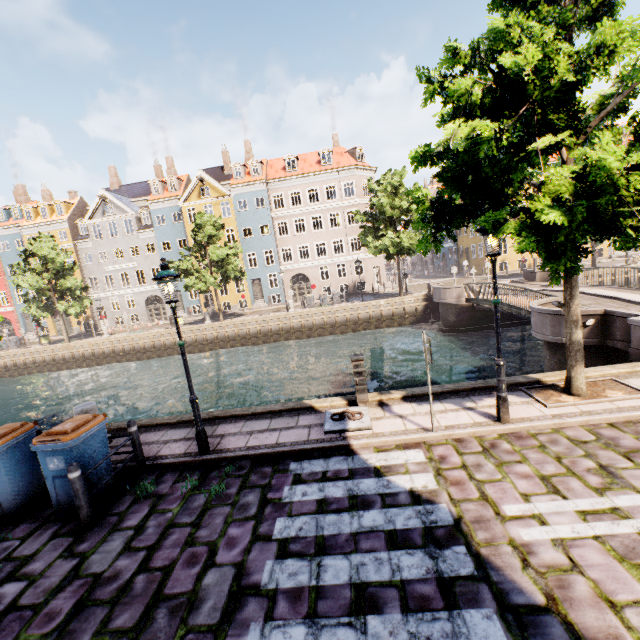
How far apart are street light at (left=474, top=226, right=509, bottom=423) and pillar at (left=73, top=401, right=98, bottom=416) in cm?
869

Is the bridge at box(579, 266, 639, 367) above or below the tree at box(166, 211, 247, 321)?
below

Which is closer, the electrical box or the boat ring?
the boat ring

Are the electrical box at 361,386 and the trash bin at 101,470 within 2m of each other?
no

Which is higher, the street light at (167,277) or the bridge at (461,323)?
the street light at (167,277)

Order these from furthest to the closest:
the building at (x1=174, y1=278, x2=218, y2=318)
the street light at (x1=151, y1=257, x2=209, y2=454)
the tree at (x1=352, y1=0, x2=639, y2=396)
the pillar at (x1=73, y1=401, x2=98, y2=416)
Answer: the building at (x1=174, y1=278, x2=218, y2=318) < the pillar at (x1=73, y1=401, x2=98, y2=416) < the street light at (x1=151, y1=257, x2=209, y2=454) < the tree at (x1=352, y1=0, x2=639, y2=396)

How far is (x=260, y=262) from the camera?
36.9 meters

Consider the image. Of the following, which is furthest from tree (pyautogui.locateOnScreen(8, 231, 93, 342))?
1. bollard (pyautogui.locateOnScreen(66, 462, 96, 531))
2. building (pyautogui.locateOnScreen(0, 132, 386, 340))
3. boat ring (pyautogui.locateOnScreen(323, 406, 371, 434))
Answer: bollard (pyautogui.locateOnScreen(66, 462, 96, 531))
